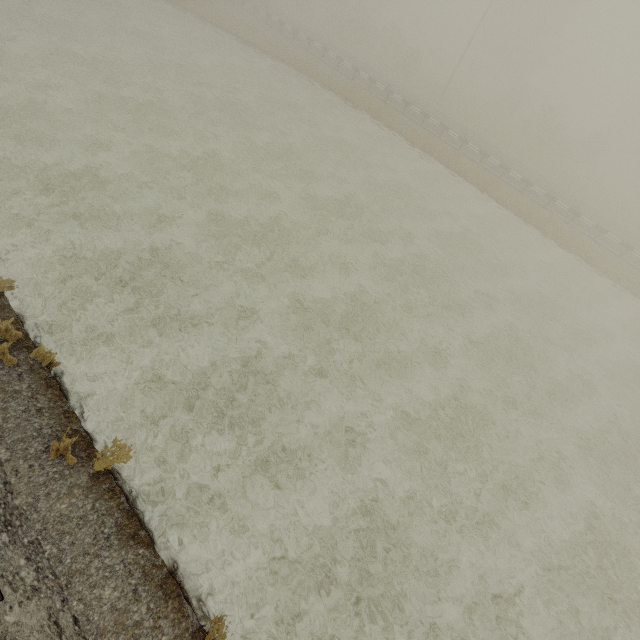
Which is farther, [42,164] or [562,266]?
[562,266]
